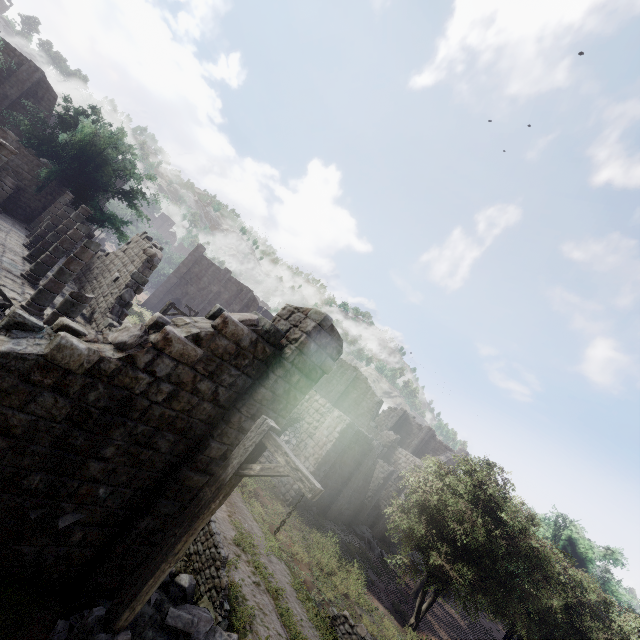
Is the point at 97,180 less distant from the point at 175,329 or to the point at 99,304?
the point at 99,304

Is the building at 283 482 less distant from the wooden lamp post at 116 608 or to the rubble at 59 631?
the rubble at 59 631

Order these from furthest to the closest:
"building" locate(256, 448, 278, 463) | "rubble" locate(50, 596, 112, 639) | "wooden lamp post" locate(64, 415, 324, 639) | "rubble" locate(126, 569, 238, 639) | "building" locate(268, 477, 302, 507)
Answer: "building" locate(256, 448, 278, 463) < "building" locate(268, 477, 302, 507) < "rubble" locate(126, 569, 238, 639) < "rubble" locate(50, 596, 112, 639) < "wooden lamp post" locate(64, 415, 324, 639)

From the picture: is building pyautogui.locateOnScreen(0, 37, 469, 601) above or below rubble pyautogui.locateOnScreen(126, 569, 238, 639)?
above

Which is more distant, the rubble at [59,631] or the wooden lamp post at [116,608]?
the rubble at [59,631]

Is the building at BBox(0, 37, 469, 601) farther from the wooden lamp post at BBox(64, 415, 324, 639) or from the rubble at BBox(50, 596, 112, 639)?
the wooden lamp post at BBox(64, 415, 324, 639)

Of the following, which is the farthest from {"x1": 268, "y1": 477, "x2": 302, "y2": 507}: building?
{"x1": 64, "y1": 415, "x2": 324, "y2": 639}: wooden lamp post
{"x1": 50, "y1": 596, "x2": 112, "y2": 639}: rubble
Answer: {"x1": 64, "y1": 415, "x2": 324, "y2": 639}: wooden lamp post

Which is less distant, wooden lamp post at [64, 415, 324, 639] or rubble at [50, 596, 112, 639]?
wooden lamp post at [64, 415, 324, 639]
